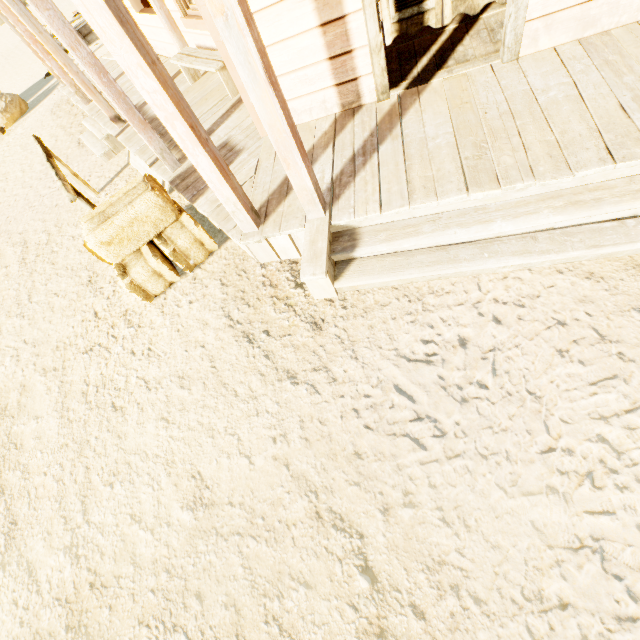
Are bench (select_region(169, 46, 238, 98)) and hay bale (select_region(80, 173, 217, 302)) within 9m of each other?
yes

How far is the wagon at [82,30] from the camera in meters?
11.8 m

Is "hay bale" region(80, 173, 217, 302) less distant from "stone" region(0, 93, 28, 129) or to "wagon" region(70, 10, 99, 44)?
"stone" region(0, 93, 28, 129)

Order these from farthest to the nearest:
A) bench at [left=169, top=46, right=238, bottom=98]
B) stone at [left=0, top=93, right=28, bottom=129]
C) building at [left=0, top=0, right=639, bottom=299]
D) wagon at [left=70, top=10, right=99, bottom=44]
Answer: wagon at [left=70, top=10, right=99, bottom=44] < stone at [left=0, top=93, right=28, bottom=129] < bench at [left=169, top=46, right=238, bottom=98] < building at [left=0, top=0, right=639, bottom=299]

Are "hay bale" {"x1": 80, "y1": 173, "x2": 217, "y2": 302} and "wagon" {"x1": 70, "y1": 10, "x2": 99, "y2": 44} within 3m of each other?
no

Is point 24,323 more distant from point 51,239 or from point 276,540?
point 276,540

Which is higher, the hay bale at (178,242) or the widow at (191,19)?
the widow at (191,19)

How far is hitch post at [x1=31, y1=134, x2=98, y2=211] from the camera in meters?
3.9
